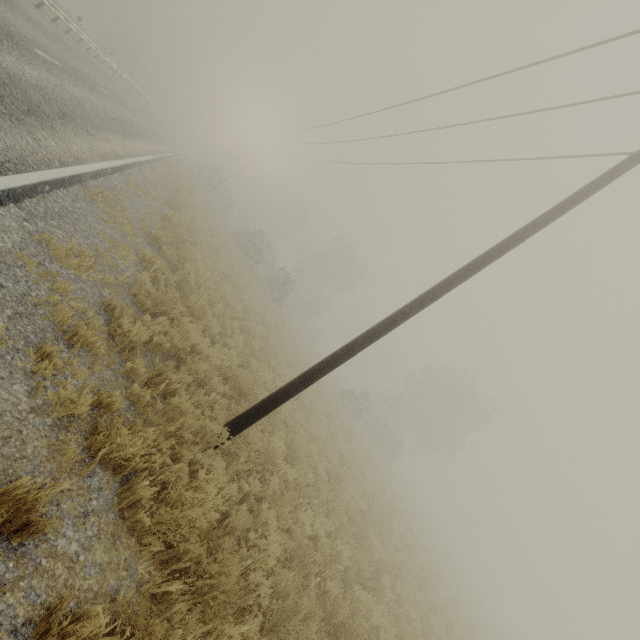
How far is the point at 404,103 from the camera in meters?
13.4
